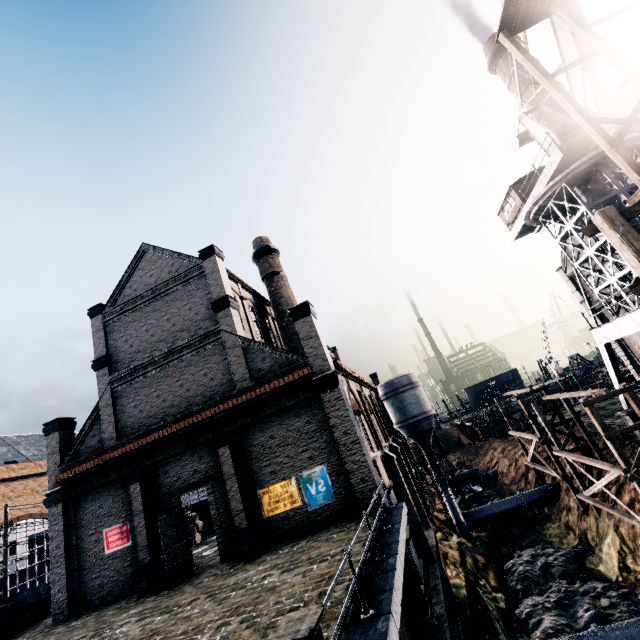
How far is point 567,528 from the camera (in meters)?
27.67

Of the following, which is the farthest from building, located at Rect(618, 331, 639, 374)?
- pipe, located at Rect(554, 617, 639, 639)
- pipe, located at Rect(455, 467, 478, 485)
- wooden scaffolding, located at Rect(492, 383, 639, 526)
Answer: wooden scaffolding, located at Rect(492, 383, 639, 526)

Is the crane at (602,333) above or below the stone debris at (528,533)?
above

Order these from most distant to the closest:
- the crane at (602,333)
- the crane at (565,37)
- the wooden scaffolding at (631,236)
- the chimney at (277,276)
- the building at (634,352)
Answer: the building at (634,352), the chimney at (277,276), the crane at (602,333), the crane at (565,37), the wooden scaffolding at (631,236)

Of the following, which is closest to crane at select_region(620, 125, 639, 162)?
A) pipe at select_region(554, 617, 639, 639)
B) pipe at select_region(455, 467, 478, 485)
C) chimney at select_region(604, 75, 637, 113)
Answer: pipe at select_region(554, 617, 639, 639)

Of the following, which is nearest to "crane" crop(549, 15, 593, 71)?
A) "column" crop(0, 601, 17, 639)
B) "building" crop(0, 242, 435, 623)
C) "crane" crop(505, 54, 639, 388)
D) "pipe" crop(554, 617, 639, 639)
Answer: "crane" crop(505, 54, 639, 388)

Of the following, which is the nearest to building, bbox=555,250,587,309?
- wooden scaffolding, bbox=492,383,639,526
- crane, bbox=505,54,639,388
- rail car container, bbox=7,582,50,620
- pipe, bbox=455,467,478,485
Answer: crane, bbox=505,54,639,388

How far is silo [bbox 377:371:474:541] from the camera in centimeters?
3291cm
